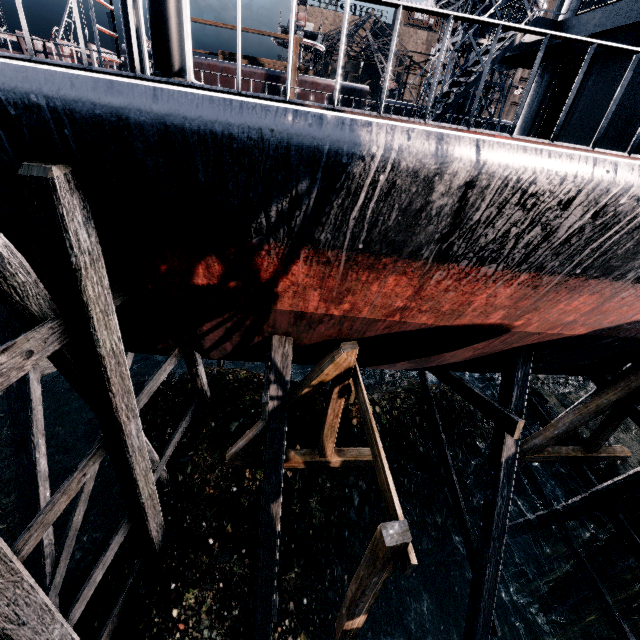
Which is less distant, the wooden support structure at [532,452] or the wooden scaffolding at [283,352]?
the wooden scaffolding at [283,352]

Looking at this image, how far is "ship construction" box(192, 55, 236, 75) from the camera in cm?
2459

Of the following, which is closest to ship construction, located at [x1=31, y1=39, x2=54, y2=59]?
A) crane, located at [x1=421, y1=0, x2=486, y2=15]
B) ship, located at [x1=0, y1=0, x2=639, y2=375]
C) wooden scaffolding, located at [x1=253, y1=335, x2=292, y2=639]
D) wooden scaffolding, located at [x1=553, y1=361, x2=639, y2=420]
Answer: crane, located at [x1=421, y1=0, x2=486, y2=15]

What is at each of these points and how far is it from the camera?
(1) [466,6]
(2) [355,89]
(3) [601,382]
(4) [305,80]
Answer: (1) crane, 19.8 meters
(2) ship construction, 26.0 meters
(3) wooden scaffolding, 10.3 meters
(4) ship construction, 25.5 meters

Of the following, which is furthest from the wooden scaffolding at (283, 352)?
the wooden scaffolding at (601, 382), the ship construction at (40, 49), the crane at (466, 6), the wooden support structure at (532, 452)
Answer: the ship construction at (40, 49)

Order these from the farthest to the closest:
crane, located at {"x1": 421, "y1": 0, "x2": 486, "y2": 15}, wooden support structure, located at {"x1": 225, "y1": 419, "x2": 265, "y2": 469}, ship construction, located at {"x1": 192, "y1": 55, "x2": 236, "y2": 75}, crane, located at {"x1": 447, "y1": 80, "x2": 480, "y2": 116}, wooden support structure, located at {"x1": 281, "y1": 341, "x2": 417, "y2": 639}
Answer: ship construction, located at {"x1": 192, "y1": 55, "x2": 236, "y2": 75} < crane, located at {"x1": 447, "y1": 80, "x2": 480, "y2": 116} < crane, located at {"x1": 421, "y1": 0, "x2": 486, "y2": 15} < wooden support structure, located at {"x1": 225, "y1": 419, "x2": 265, "y2": 469} < wooden support structure, located at {"x1": 281, "y1": 341, "x2": 417, "y2": 639}

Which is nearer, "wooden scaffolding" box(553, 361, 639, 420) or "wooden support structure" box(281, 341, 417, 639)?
"wooden support structure" box(281, 341, 417, 639)

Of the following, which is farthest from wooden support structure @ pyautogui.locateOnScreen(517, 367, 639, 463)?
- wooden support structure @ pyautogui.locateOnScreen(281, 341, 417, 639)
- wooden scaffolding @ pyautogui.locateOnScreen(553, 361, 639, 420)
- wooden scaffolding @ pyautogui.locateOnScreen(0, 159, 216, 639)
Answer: wooden scaffolding @ pyautogui.locateOnScreen(0, 159, 216, 639)
